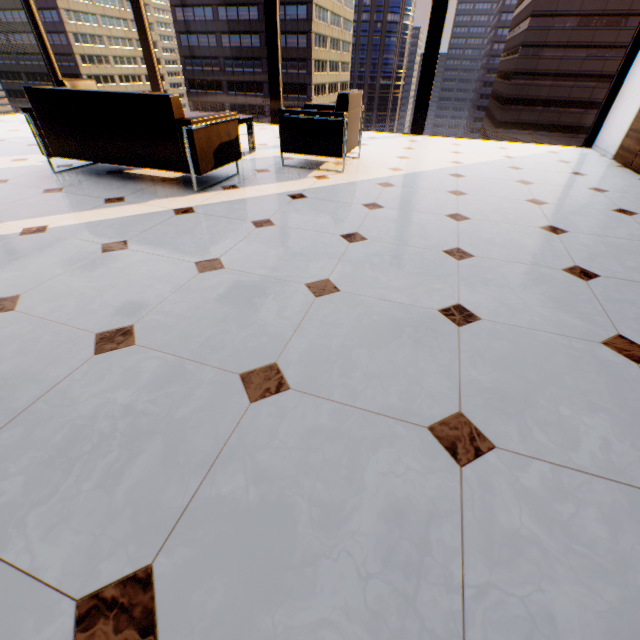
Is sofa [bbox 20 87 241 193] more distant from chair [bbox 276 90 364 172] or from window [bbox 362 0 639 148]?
window [bbox 362 0 639 148]

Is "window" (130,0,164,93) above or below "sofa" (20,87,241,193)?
above

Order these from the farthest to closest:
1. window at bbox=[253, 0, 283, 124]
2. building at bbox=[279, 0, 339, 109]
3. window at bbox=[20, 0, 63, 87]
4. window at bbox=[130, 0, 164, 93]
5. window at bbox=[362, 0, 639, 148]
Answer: building at bbox=[279, 0, 339, 109], window at bbox=[20, 0, 63, 87], window at bbox=[130, 0, 164, 93], window at bbox=[253, 0, 283, 124], window at bbox=[362, 0, 639, 148]

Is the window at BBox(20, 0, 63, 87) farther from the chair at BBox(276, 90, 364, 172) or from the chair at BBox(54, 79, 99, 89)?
the chair at BBox(276, 90, 364, 172)

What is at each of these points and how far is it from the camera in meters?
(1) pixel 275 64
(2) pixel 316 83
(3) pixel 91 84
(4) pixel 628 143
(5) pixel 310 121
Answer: (1) window, 6.4
(2) building, 58.0
(3) chair, 4.8
(4) book, 4.5
(5) chair, 3.6

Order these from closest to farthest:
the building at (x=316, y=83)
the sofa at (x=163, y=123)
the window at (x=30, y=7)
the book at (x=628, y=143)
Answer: the sofa at (x=163, y=123) → the book at (x=628, y=143) → the window at (x=30, y=7) → the building at (x=316, y=83)

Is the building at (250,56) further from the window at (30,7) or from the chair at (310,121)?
the chair at (310,121)

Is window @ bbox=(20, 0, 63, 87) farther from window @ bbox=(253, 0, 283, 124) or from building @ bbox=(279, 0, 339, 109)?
building @ bbox=(279, 0, 339, 109)
